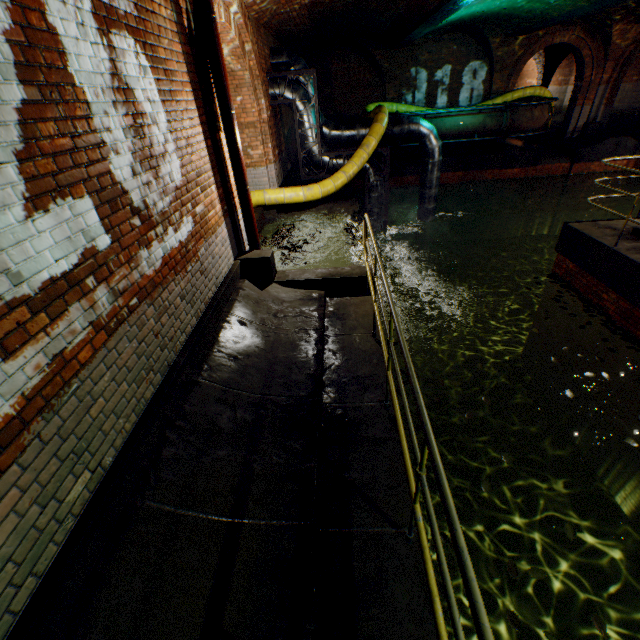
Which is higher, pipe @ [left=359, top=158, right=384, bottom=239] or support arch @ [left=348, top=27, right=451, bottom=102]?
support arch @ [left=348, top=27, right=451, bottom=102]

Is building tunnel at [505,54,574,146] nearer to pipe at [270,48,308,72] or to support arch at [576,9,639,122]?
support arch at [576,9,639,122]

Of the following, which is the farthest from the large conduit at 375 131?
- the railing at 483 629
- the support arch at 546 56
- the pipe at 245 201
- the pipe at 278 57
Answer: the railing at 483 629

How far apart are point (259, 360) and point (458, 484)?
6.51m

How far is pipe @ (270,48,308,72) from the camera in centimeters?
923cm

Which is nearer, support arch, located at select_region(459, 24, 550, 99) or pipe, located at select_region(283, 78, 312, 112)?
pipe, located at select_region(283, 78, 312, 112)

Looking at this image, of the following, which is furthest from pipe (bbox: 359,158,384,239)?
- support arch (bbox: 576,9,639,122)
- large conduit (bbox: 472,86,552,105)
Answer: support arch (bbox: 576,9,639,122)

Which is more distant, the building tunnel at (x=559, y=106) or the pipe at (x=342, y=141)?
the building tunnel at (x=559, y=106)
